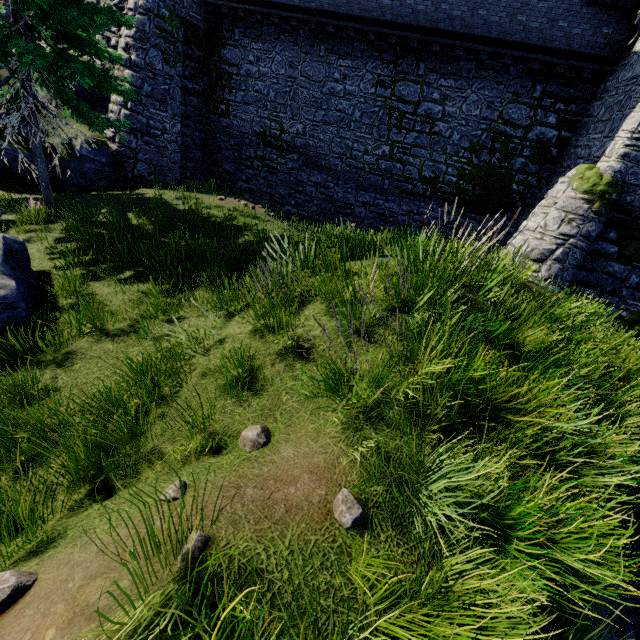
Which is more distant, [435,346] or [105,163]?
[105,163]

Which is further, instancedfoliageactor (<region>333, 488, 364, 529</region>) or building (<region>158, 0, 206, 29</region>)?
building (<region>158, 0, 206, 29</region>)

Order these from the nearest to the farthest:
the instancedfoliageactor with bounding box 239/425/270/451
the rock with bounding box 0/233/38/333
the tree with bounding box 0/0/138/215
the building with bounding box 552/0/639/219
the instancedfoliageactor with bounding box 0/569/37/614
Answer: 1. the instancedfoliageactor with bounding box 0/569/37/614
2. the instancedfoliageactor with bounding box 239/425/270/451
3. the rock with bounding box 0/233/38/333
4. the tree with bounding box 0/0/138/215
5. the building with bounding box 552/0/639/219

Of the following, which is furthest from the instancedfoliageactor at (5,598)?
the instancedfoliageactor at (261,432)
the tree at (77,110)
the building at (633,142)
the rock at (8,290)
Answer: the building at (633,142)

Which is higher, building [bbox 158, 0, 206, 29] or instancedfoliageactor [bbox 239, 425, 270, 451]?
building [bbox 158, 0, 206, 29]

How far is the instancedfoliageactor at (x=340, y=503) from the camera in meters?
2.6

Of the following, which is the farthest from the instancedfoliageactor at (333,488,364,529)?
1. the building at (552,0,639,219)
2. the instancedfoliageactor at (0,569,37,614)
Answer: the building at (552,0,639,219)

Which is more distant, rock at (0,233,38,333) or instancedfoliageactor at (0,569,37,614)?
rock at (0,233,38,333)
